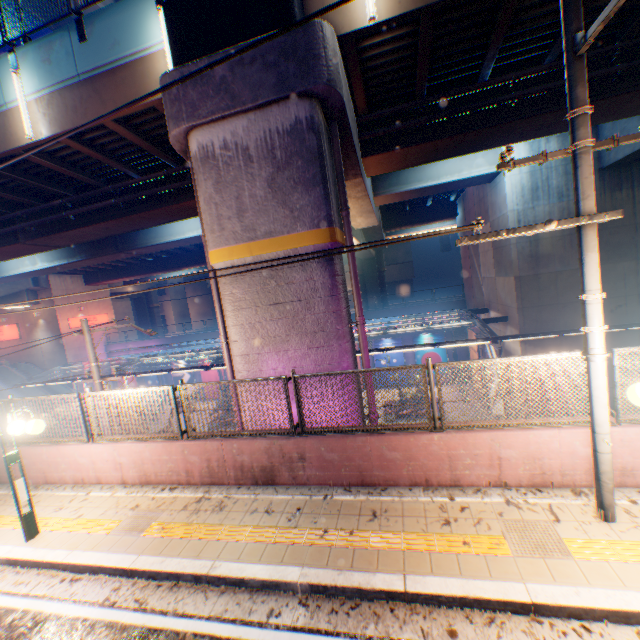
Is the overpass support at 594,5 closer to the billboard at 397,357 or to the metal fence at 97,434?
the metal fence at 97,434

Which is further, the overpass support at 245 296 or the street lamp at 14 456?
the overpass support at 245 296

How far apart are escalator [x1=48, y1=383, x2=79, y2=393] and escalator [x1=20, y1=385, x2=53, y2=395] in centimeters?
136cm

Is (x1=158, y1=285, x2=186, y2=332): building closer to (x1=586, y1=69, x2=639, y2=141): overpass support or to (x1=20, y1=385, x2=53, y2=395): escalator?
(x1=586, y1=69, x2=639, y2=141): overpass support

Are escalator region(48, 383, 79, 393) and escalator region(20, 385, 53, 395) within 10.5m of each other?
yes

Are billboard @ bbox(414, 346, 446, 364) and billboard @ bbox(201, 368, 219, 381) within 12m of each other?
no

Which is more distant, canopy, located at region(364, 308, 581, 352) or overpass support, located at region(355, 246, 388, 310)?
overpass support, located at region(355, 246, 388, 310)

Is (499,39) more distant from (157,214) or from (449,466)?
(157,214)
